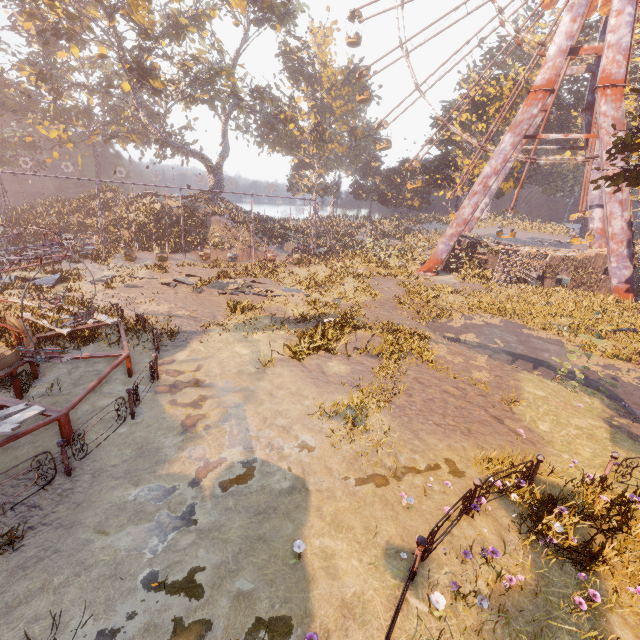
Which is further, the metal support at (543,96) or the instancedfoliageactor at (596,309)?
the metal support at (543,96)

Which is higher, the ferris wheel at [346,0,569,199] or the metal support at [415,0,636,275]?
the ferris wheel at [346,0,569,199]

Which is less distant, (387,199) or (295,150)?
(387,199)

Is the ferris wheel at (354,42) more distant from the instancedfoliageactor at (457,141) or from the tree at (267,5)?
the tree at (267,5)

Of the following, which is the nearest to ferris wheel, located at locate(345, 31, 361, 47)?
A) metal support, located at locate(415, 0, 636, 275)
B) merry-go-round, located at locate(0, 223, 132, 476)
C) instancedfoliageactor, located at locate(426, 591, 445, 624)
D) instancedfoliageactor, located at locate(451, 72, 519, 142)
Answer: metal support, located at locate(415, 0, 636, 275)

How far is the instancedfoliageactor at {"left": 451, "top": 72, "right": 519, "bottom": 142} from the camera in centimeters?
3556cm

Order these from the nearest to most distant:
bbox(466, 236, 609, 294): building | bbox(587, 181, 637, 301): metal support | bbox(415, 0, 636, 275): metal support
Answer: bbox(415, 0, 636, 275): metal support → bbox(587, 181, 637, 301): metal support → bbox(466, 236, 609, 294): building

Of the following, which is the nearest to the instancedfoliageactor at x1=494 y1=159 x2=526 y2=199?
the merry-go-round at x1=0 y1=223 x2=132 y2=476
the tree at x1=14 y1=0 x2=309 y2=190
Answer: the tree at x1=14 y1=0 x2=309 y2=190
